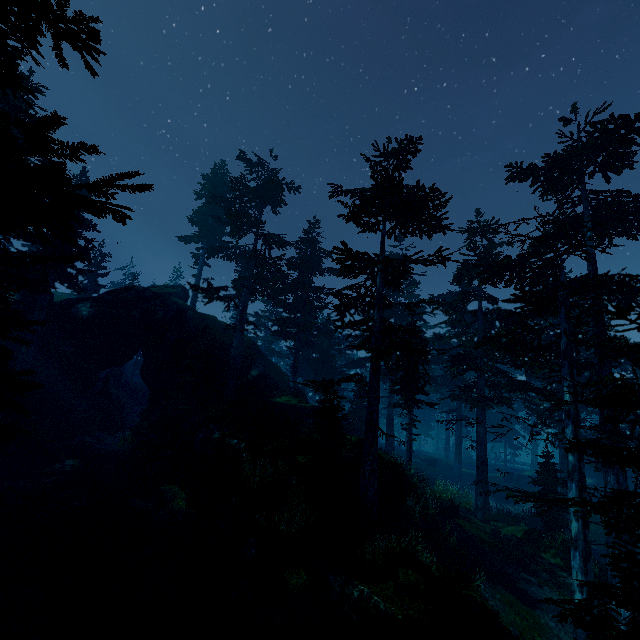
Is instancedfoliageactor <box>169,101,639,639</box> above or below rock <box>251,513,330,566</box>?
above

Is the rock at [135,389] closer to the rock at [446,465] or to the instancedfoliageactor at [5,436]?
the instancedfoliageactor at [5,436]

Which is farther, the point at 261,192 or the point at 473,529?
the point at 261,192

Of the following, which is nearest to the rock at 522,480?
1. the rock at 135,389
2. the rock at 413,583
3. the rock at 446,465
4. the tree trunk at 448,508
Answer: the rock at 446,465

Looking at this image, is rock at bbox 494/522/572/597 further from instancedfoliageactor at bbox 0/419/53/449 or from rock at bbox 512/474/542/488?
rock at bbox 512/474/542/488

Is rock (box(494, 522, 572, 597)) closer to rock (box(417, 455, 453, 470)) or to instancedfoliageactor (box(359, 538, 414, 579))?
instancedfoliageactor (box(359, 538, 414, 579))

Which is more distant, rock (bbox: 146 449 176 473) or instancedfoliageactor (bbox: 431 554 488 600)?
rock (bbox: 146 449 176 473)

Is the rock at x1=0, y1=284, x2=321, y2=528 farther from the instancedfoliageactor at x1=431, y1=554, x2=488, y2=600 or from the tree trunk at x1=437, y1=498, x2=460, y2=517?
the tree trunk at x1=437, y1=498, x2=460, y2=517
